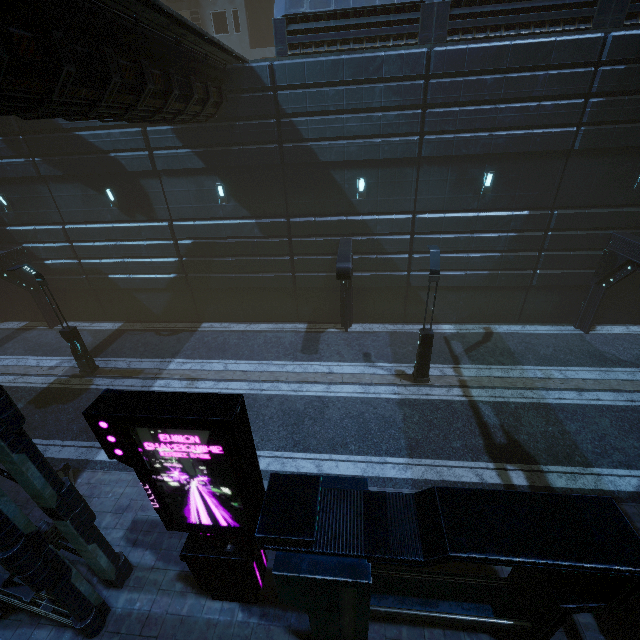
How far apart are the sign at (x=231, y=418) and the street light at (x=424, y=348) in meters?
8.4 m

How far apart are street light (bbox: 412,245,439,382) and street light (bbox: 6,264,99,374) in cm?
1487

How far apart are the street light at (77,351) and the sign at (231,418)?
10.8m

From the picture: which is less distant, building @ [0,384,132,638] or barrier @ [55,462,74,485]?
building @ [0,384,132,638]

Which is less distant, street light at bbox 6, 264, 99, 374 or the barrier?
the barrier

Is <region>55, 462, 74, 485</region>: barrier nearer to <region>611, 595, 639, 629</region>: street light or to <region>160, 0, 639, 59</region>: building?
<region>160, 0, 639, 59</region>: building

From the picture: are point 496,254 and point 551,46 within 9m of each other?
yes

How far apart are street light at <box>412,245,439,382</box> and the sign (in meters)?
8.39
